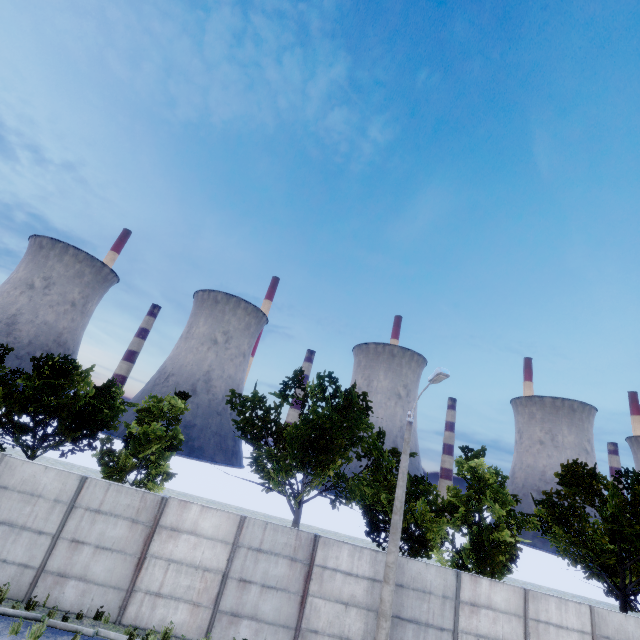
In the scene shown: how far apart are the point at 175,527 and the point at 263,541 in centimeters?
320cm
